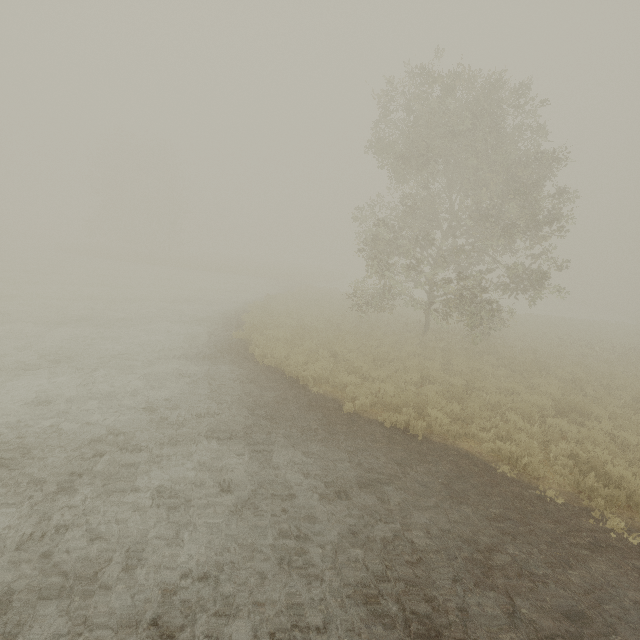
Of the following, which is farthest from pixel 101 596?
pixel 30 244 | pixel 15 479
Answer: pixel 30 244
